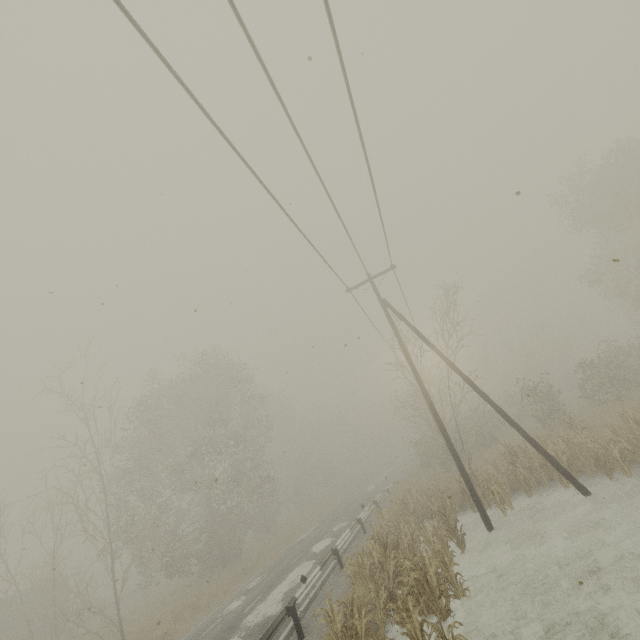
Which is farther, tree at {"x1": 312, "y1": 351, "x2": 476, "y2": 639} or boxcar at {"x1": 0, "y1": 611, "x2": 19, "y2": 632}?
boxcar at {"x1": 0, "y1": 611, "x2": 19, "y2": 632}

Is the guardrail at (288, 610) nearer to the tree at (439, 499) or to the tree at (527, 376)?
the tree at (439, 499)

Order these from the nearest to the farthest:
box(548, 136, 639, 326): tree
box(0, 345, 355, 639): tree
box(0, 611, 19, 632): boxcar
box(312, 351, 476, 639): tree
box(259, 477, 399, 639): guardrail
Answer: box(312, 351, 476, 639): tree, box(259, 477, 399, 639): guardrail, box(0, 345, 355, 639): tree, box(548, 136, 639, 326): tree, box(0, 611, 19, 632): boxcar

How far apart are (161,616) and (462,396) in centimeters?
2364cm

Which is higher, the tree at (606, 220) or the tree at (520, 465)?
the tree at (606, 220)

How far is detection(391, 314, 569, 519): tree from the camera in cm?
1395

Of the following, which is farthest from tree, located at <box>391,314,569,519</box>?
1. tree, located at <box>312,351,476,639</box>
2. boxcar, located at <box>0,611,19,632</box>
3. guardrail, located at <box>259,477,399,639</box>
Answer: boxcar, located at <box>0,611,19,632</box>

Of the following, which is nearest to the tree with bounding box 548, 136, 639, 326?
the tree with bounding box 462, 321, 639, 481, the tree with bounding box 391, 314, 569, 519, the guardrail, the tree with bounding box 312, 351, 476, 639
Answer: the tree with bounding box 462, 321, 639, 481
